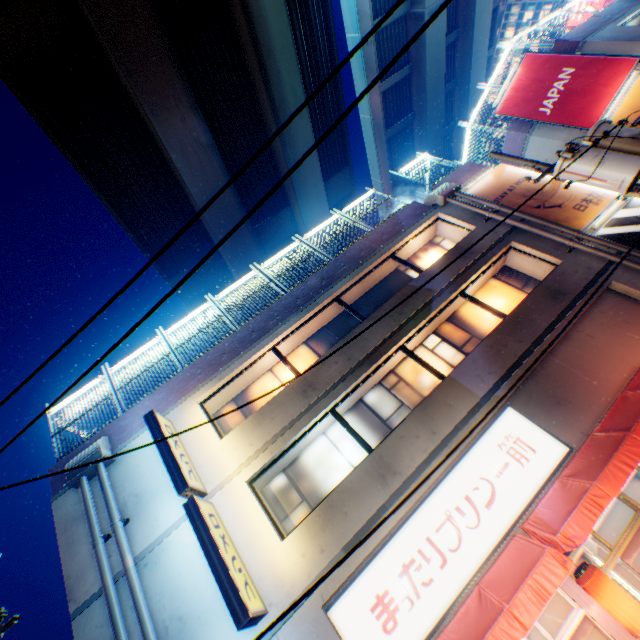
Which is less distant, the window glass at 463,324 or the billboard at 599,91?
the window glass at 463,324

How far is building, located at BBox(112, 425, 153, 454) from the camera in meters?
9.2

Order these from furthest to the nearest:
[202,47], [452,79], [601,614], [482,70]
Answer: [452,79] < [482,70] < [202,47] < [601,614]

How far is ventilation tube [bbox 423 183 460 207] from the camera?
12.68m

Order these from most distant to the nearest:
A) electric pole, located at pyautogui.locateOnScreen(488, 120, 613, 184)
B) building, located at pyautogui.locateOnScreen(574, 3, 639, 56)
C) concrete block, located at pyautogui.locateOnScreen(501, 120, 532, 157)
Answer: concrete block, located at pyautogui.locateOnScreen(501, 120, 532, 157) < building, located at pyautogui.locateOnScreen(574, 3, 639, 56) < electric pole, located at pyautogui.locateOnScreen(488, 120, 613, 184)

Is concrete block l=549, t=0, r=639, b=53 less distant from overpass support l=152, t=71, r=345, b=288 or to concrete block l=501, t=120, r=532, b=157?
concrete block l=501, t=120, r=532, b=157

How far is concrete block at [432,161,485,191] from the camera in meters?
13.8

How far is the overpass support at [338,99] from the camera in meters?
20.7
